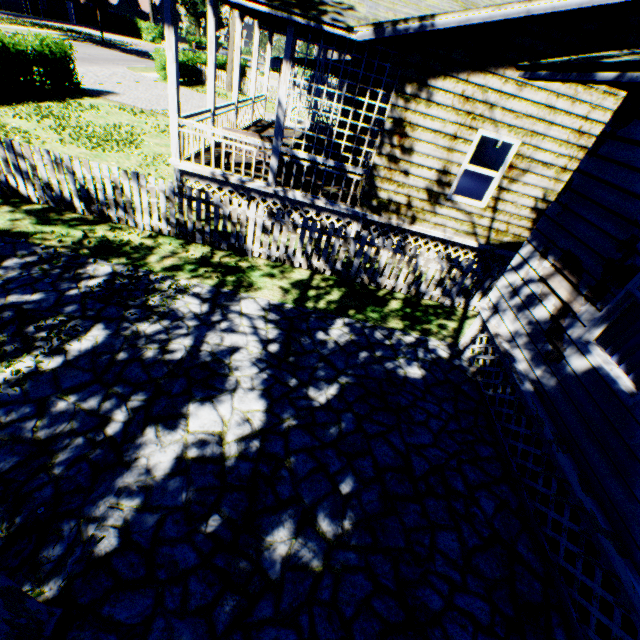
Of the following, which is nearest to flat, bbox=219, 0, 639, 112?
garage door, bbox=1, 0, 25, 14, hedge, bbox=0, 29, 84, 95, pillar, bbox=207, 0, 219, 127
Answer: pillar, bbox=207, 0, 219, 127

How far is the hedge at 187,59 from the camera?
25.2m

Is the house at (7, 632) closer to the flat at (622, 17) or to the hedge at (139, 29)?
the flat at (622, 17)

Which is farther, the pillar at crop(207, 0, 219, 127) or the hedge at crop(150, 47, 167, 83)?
the hedge at crop(150, 47, 167, 83)

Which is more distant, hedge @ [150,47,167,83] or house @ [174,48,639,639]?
hedge @ [150,47,167,83]

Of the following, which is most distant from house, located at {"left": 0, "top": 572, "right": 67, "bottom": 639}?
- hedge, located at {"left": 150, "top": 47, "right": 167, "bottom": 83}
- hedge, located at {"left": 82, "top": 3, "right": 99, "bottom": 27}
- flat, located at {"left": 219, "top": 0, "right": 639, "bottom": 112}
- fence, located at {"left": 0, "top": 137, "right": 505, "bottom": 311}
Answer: hedge, located at {"left": 82, "top": 3, "right": 99, "bottom": 27}

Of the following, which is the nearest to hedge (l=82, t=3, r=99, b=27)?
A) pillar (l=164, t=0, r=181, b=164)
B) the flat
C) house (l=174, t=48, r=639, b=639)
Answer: the flat

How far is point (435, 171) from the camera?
7.9 meters
